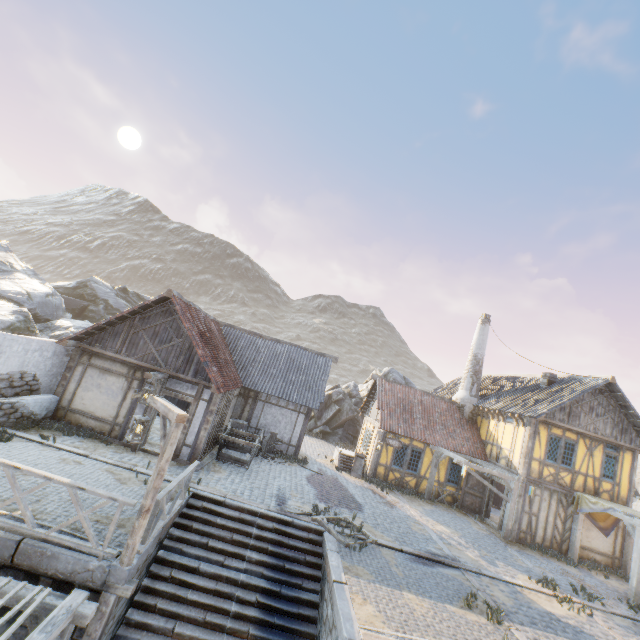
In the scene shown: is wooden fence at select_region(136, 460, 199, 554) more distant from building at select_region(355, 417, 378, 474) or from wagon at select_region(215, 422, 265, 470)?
building at select_region(355, 417, 378, 474)

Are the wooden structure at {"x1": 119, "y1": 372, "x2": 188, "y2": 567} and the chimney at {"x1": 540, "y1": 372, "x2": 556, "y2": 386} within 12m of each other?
no

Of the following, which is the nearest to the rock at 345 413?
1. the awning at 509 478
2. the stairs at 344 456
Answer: the stairs at 344 456

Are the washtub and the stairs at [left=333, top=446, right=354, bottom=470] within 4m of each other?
yes

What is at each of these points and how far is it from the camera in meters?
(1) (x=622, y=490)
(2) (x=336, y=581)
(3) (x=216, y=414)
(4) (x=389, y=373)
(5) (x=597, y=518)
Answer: (1) building, 16.0
(2) stone blocks, 7.9
(3) building, 13.0
(4) rock, 28.7
(5) fabric, 15.5

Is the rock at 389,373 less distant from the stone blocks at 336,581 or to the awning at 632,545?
the stone blocks at 336,581

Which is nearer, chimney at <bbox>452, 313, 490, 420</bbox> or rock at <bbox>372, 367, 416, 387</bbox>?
chimney at <bbox>452, 313, 490, 420</bbox>

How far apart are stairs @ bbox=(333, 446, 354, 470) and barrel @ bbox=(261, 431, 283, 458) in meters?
3.7 m
